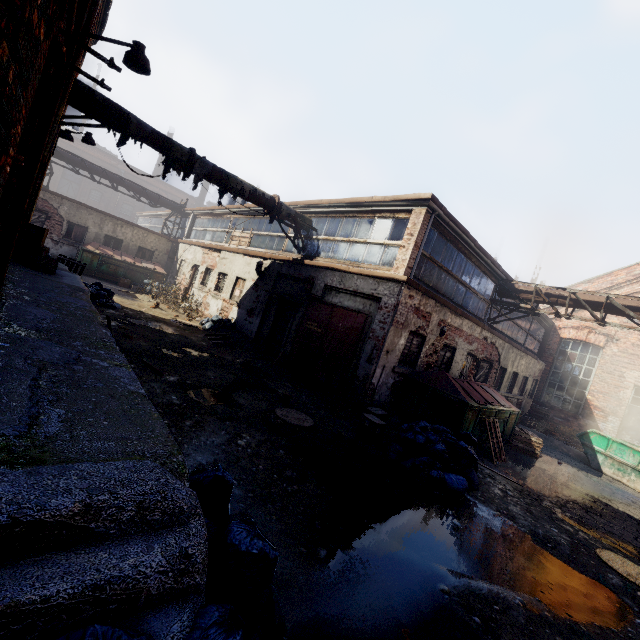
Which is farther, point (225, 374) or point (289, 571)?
point (225, 374)

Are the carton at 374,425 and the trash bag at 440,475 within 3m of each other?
yes

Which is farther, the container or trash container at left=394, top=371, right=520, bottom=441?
the container

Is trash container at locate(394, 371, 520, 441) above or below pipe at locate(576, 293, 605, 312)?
below

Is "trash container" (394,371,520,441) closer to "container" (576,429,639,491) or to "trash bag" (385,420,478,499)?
"trash bag" (385,420,478,499)

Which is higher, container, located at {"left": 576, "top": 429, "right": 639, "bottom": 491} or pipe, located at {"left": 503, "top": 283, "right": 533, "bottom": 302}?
pipe, located at {"left": 503, "top": 283, "right": 533, "bottom": 302}

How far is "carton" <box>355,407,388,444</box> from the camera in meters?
6.9

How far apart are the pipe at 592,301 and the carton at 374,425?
9.3m
